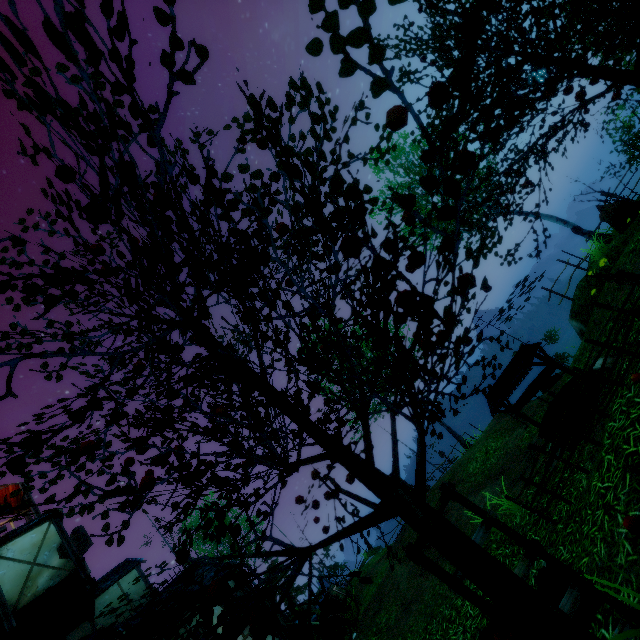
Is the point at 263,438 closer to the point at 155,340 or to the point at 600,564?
the point at 155,340

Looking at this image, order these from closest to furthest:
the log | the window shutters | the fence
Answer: the fence
the log
the window shutters

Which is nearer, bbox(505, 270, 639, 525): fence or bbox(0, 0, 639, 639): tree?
bbox(0, 0, 639, 639): tree

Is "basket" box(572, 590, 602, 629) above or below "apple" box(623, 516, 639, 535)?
below

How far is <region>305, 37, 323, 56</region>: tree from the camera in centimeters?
176cm

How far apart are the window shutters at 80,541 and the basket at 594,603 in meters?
19.4

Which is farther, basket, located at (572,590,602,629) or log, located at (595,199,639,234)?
log, located at (595,199,639,234)

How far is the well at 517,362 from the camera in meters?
6.4 m
